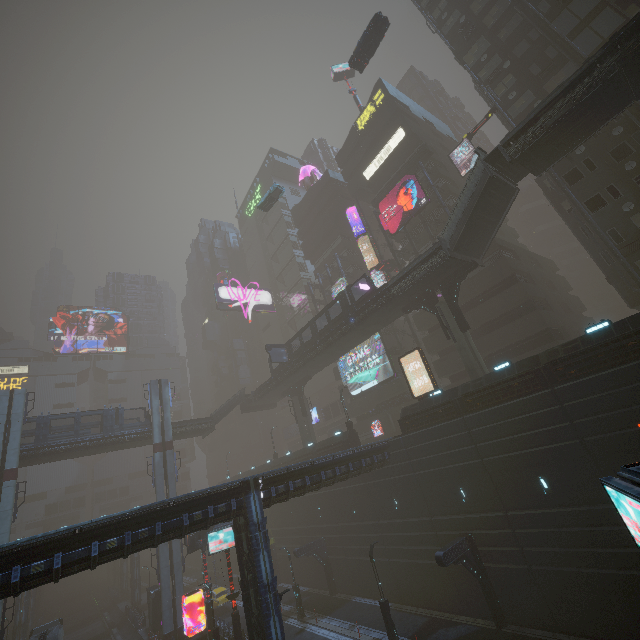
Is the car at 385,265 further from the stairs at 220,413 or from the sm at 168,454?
the stairs at 220,413

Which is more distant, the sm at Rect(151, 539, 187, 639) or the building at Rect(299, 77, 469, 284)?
the building at Rect(299, 77, 469, 284)

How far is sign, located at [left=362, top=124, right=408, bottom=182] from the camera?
40.88m

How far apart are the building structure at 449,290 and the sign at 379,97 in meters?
30.7

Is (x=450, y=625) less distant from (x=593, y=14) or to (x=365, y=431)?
(x=365, y=431)

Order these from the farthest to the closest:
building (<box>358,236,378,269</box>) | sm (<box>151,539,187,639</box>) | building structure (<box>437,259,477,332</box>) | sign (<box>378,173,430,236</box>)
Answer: building (<box>358,236,378,269</box>), sign (<box>378,173,430,236</box>), sm (<box>151,539,187,639</box>), building structure (<box>437,259,477,332</box>)

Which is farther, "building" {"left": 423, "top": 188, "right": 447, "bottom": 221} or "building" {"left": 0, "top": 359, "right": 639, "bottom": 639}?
"building" {"left": 423, "top": 188, "right": 447, "bottom": 221}

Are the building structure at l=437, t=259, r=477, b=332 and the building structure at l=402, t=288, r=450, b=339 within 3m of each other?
yes
